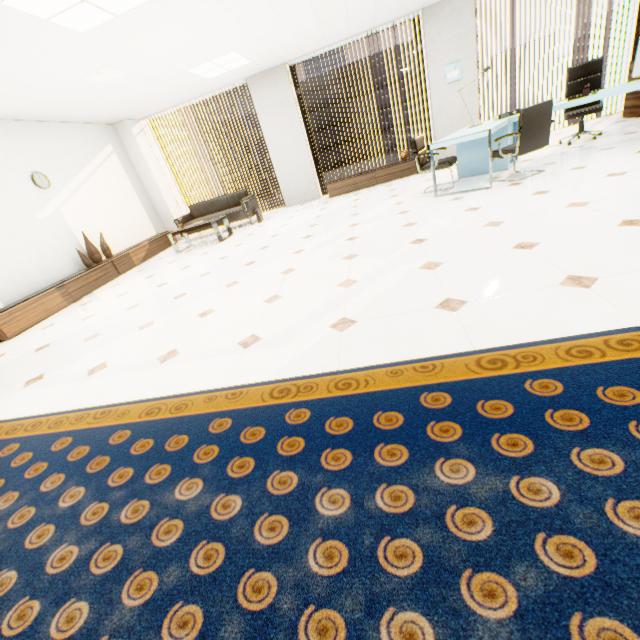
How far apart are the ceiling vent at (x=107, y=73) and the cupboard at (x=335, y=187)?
4.4m

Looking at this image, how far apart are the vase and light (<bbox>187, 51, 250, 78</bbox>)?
3.60m

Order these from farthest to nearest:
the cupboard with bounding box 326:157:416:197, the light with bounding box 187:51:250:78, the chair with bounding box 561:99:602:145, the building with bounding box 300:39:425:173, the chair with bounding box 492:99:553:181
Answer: the building with bounding box 300:39:425:173 → the cupboard with bounding box 326:157:416:197 → the light with bounding box 187:51:250:78 → the chair with bounding box 561:99:602:145 → the chair with bounding box 492:99:553:181

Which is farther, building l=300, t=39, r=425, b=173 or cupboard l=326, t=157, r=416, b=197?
building l=300, t=39, r=425, b=173

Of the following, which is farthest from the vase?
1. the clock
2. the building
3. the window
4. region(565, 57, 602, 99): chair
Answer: the building

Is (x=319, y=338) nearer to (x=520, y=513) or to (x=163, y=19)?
(x=520, y=513)

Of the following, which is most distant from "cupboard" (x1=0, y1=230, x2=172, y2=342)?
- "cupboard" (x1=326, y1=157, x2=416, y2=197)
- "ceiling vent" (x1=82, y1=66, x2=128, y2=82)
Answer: "cupboard" (x1=326, y1=157, x2=416, y2=197)

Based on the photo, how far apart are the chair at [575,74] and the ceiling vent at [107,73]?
7.3m
